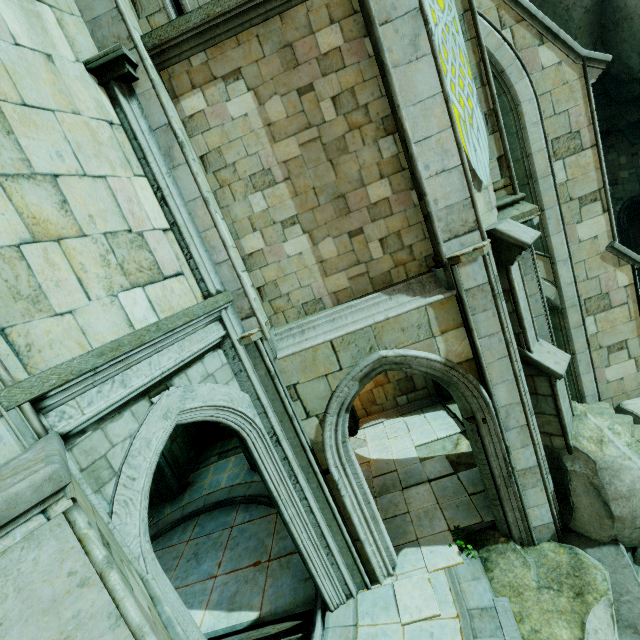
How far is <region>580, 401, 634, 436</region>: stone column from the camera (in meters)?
9.66

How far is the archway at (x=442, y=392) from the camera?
12.03m

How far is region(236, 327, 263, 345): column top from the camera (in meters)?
5.70

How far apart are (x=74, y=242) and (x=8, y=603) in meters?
3.5 m

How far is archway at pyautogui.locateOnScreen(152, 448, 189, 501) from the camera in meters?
12.8 m

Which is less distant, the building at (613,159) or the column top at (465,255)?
the column top at (465,255)

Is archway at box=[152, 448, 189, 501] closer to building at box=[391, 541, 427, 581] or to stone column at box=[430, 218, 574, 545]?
building at box=[391, 541, 427, 581]

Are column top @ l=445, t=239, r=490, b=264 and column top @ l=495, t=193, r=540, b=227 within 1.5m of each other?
yes
